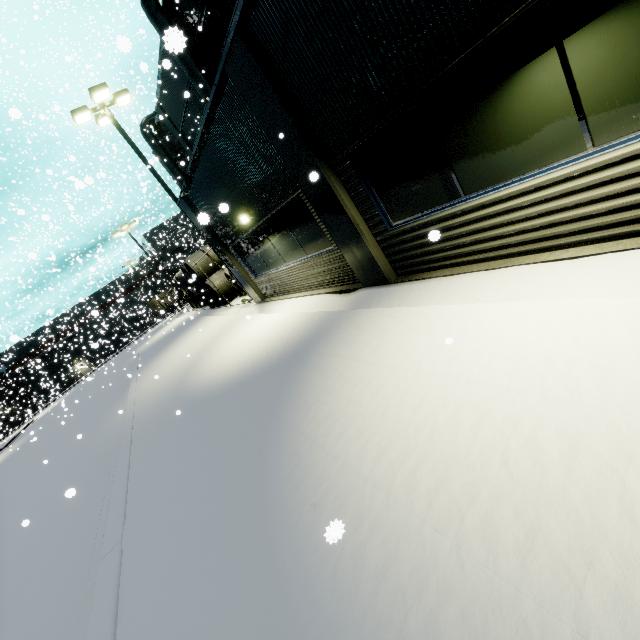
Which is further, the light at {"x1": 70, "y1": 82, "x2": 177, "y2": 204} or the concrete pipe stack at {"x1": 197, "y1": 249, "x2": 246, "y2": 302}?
the concrete pipe stack at {"x1": 197, "y1": 249, "x2": 246, "y2": 302}

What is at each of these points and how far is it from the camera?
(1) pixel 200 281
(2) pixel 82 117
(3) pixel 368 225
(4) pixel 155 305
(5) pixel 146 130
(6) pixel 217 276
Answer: (1) concrete pipe stack, 21.69m
(2) light, 12.74m
(3) building, 6.25m
(4) semi trailer, 54.91m
(5) vent duct, 28.70m
(6) concrete pipe stack, 19.97m

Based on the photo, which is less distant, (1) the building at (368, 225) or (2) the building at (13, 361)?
(1) the building at (368, 225)

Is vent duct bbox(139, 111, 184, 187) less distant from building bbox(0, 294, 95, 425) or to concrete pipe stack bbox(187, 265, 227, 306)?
building bbox(0, 294, 95, 425)

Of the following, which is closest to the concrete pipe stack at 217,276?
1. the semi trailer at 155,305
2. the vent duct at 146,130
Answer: the vent duct at 146,130

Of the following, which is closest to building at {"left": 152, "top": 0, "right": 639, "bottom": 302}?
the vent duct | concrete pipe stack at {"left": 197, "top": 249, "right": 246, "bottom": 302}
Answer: the vent duct

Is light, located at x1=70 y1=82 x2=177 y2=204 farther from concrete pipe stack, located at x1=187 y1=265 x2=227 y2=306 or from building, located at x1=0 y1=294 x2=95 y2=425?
concrete pipe stack, located at x1=187 y1=265 x2=227 y2=306

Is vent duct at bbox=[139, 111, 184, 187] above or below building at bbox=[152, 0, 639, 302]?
above
